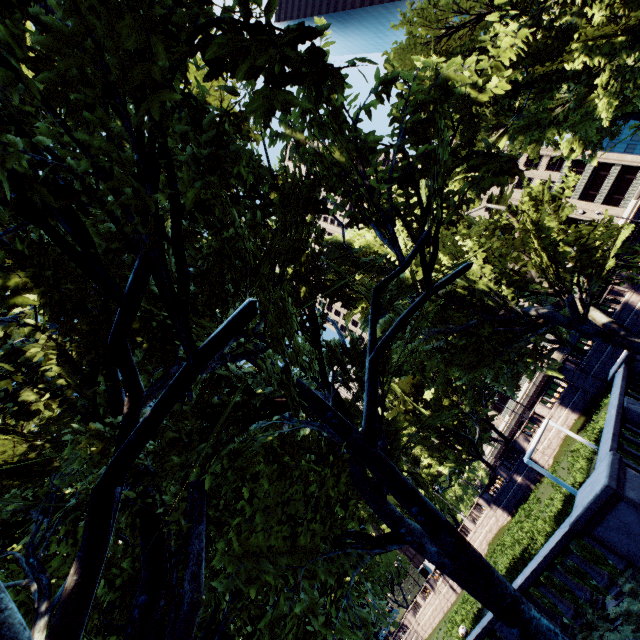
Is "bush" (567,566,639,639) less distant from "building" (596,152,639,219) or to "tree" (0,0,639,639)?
"tree" (0,0,639,639)

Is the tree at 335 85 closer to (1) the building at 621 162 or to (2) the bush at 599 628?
(2) the bush at 599 628

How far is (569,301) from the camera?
12.72m

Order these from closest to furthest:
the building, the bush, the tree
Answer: Result: the tree, the bush, the building

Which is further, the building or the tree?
the building

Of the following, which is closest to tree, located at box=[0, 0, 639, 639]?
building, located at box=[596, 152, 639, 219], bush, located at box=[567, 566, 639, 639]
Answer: bush, located at box=[567, 566, 639, 639]
